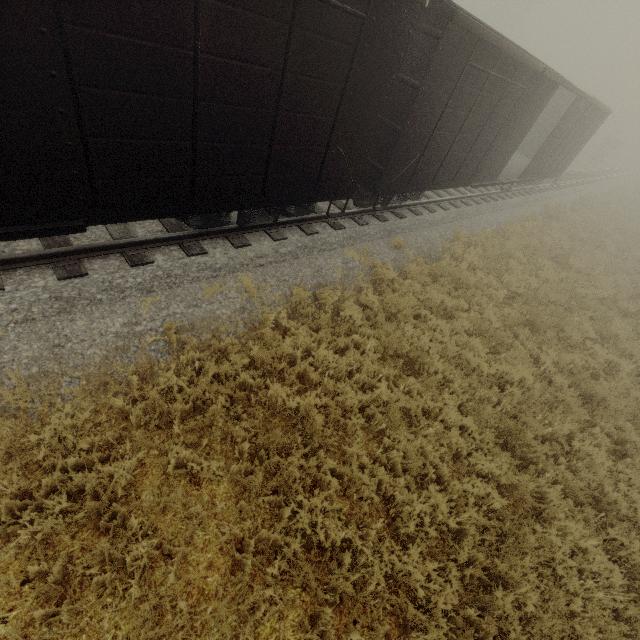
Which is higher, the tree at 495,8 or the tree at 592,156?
the tree at 495,8

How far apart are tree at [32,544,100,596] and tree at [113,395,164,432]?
1.4m

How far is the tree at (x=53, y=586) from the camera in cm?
302

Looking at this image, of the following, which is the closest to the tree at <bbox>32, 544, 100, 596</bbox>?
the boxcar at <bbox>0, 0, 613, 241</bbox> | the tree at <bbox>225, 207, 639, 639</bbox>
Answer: the boxcar at <bbox>0, 0, 613, 241</bbox>

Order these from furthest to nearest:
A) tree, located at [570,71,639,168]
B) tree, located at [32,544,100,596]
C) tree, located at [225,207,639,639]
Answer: tree, located at [570,71,639,168] < tree, located at [225,207,639,639] < tree, located at [32,544,100,596]

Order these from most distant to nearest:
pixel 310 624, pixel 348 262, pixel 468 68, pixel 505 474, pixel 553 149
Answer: pixel 553 149 < pixel 348 262 < pixel 468 68 < pixel 505 474 < pixel 310 624

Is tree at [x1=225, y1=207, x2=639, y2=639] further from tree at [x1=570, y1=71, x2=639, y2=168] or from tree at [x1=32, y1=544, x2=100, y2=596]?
tree at [x1=570, y1=71, x2=639, y2=168]

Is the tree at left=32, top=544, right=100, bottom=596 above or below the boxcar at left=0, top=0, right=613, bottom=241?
below
